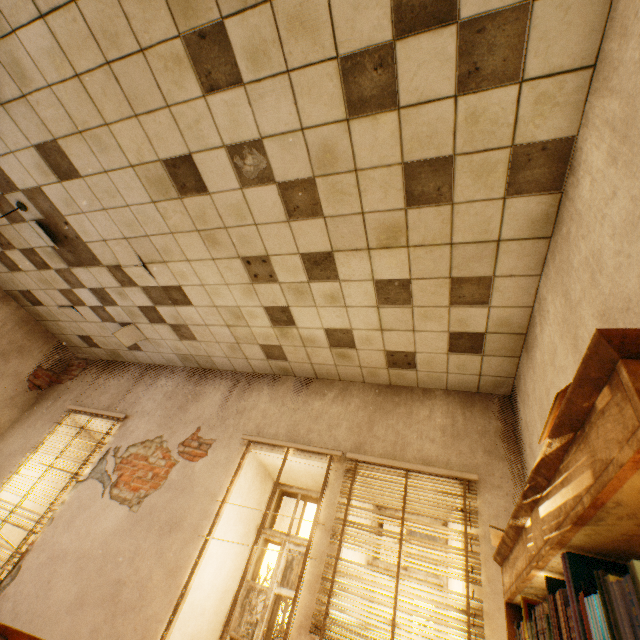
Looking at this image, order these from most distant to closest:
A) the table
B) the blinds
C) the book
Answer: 1. the blinds
2. the table
3. the book

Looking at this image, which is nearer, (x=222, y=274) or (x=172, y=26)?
(x=172, y=26)

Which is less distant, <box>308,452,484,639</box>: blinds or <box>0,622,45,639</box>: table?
<box>0,622,45,639</box>: table

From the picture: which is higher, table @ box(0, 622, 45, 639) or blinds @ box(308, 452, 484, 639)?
blinds @ box(308, 452, 484, 639)

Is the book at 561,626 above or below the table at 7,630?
above

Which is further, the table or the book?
the table

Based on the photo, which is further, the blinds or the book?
the blinds

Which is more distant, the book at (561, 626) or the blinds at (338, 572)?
the blinds at (338, 572)
